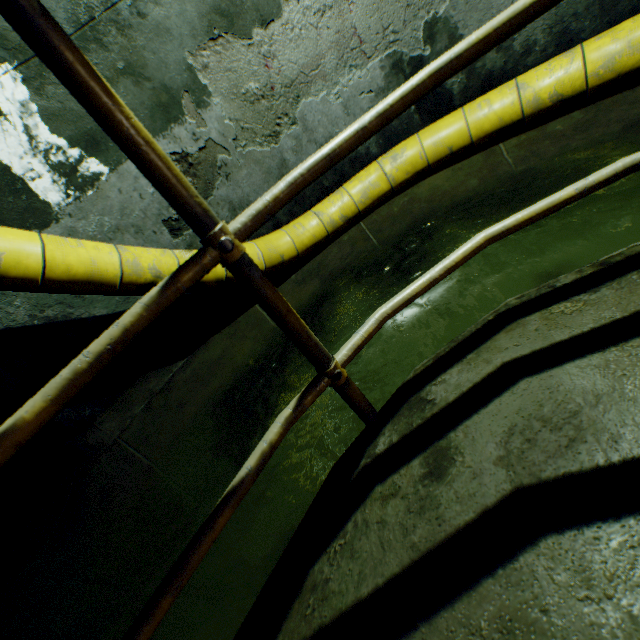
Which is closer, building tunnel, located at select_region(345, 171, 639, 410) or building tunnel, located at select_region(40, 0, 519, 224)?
building tunnel, located at select_region(345, 171, 639, 410)

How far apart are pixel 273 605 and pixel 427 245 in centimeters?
308cm

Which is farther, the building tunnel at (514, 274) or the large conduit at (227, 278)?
the large conduit at (227, 278)

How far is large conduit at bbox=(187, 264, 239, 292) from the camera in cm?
313

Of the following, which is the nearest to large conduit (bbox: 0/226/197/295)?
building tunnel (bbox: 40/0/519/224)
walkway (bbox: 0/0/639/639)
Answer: building tunnel (bbox: 40/0/519/224)

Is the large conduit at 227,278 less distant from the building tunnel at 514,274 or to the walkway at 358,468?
the building tunnel at 514,274

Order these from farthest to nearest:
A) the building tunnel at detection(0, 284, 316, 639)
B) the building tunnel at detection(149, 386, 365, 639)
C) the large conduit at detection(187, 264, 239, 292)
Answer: the large conduit at detection(187, 264, 239, 292) → the building tunnel at detection(0, 284, 316, 639) → the building tunnel at detection(149, 386, 365, 639)

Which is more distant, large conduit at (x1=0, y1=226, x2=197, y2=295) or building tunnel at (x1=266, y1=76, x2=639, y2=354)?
building tunnel at (x1=266, y1=76, x2=639, y2=354)
